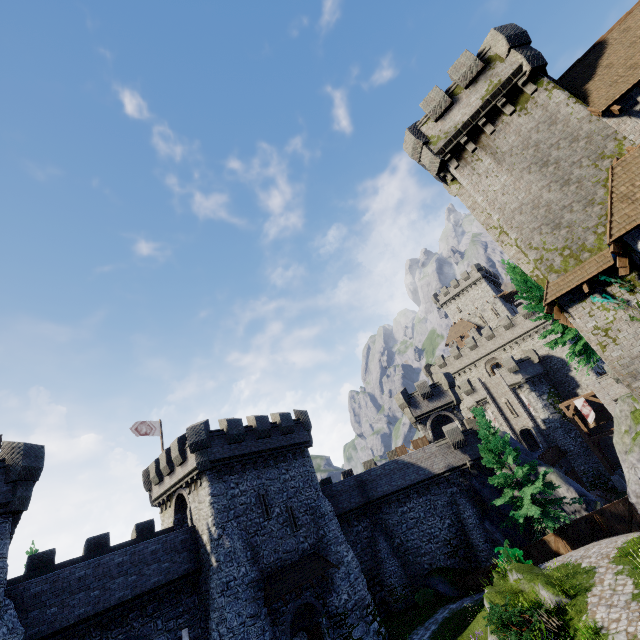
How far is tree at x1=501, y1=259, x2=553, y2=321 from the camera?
24.4 meters

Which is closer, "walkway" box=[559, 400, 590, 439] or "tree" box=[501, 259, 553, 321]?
"tree" box=[501, 259, 553, 321]

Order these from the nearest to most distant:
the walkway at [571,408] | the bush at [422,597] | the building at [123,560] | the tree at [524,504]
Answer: the building at [123,560] → the tree at [524,504] → the bush at [422,597] → the walkway at [571,408]

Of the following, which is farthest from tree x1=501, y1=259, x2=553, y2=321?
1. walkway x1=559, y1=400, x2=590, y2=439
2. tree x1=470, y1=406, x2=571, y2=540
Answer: walkway x1=559, y1=400, x2=590, y2=439

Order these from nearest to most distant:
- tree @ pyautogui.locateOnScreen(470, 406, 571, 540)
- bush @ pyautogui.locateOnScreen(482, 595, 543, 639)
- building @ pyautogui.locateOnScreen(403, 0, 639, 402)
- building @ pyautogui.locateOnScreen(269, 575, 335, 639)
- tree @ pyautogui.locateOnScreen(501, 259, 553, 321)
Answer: bush @ pyautogui.locateOnScreen(482, 595, 543, 639), building @ pyautogui.locateOnScreen(403, 0, 639, 402), building @ pyautogui.locateOnScreen(269, 575, 335, 639), tree @ pyautogui.locateOnScreen(470, 406, 571, 540), tree @ pyautogui.locateOnScreen(501, 259, 553, 321)

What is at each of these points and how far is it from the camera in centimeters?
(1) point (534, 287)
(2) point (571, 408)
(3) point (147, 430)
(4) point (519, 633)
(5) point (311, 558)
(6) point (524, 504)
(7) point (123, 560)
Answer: (1) tree, 2448cm
(2) walkway, 3806cm
(3) flag, 2997cm
(4) bush, 1244cm
(5) awning, 2341cm
(6) tree, 2309cm
(7) building, 1942cm

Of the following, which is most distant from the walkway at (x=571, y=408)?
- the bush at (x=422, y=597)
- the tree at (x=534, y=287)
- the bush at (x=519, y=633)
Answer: the bush at (x=519, y=633)

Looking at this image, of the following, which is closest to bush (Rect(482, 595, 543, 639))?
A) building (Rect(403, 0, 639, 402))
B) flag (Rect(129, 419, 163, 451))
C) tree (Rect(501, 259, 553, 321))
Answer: building (Rect(403, 0, 639, 402))
